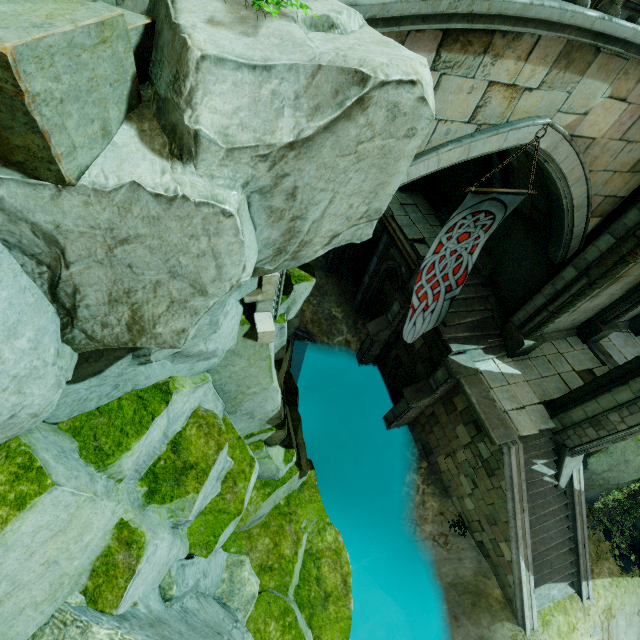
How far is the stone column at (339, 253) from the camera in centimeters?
1747cm

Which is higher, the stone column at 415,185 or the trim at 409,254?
the stone column at 415,185

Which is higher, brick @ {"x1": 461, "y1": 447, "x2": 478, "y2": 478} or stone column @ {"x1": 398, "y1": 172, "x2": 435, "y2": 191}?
stone column @ {"x1": 398, "y1": 172, "x2": 435, "y2": 191}

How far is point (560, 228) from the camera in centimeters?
907cm

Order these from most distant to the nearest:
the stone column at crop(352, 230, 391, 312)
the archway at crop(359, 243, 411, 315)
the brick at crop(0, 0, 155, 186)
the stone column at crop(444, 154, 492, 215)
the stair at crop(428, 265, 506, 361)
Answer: the stone column at crop(352, 230, 391, 312) < the archway at crop(359, 243, 411, 315) < the stone column at crop(444, 154, 492, 215) < the stair at crop(428, 265, 506, 361) < the brick at crop(0, 0, 155, 186)

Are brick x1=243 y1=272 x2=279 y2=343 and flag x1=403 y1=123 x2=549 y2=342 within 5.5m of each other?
yes

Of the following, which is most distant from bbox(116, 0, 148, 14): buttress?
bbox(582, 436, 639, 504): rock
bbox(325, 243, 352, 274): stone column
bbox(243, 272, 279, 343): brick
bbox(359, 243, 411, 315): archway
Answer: bbox(582, 436, 639, 504): rock

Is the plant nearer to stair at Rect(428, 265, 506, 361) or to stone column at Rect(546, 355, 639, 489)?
stone column at Rect(546, 355, 639, 489)
